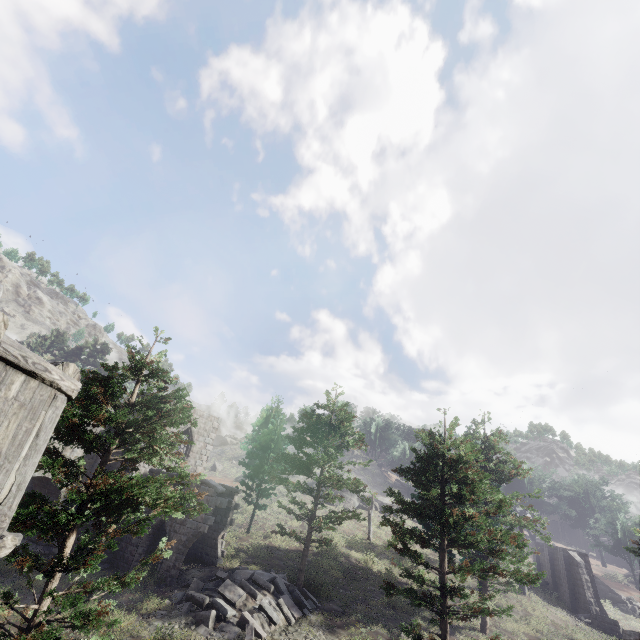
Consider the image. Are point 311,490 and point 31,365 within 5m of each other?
no

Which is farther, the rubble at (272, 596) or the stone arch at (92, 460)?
the stone arch at (92, 460)

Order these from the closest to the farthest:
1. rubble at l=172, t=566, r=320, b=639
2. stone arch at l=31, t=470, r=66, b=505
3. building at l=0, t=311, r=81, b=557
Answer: building at l=0, t=311, r=81, b=557, rubble at l=172, t=566, r=320, b=639, stone arch at l=31, t=470, r=66, b=505

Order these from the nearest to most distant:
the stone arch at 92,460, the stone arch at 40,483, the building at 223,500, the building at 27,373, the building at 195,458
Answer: the building at 27,373, the building at 223,500, the stone arch at 40,483, the stone arch at 92,460, the building at 195,458

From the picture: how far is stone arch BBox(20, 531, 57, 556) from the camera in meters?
17.3 m

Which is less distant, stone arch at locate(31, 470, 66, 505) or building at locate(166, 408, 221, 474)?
Result: stone arch at locate(31, 470, 66, 505)

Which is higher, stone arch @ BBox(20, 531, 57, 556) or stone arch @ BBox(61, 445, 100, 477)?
stone arch @ BBox(61, 445, 100, 477)

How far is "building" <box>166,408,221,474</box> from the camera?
23.58m
